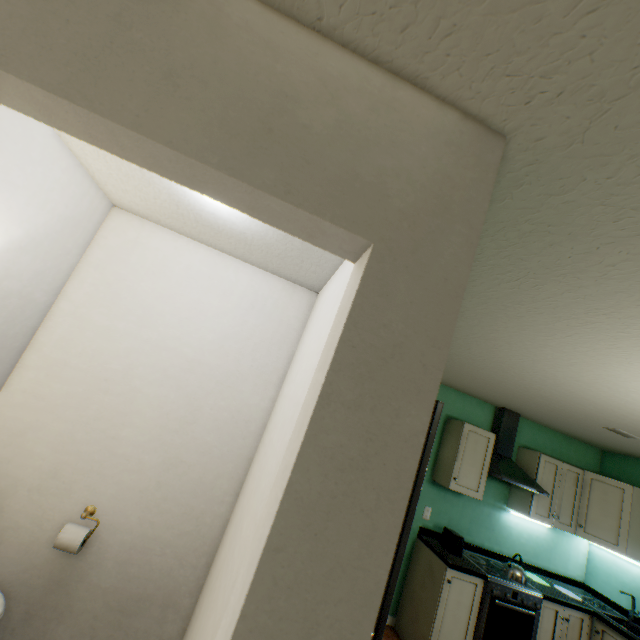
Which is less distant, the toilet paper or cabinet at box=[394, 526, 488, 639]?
the toilet paper

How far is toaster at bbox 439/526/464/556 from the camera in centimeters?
314cm

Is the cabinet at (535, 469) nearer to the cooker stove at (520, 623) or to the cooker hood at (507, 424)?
the cooker hood at (507, 424)

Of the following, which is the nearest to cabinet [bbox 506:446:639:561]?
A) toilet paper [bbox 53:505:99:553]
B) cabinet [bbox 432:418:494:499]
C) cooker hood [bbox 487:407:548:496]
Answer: cooker hood [bbox 487:407:548:496]

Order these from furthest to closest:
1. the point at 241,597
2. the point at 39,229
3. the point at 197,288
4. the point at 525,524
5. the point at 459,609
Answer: the point at 525,524
the point at 459,609
the point at 197,288
the point at 39,229
the point at 241,597

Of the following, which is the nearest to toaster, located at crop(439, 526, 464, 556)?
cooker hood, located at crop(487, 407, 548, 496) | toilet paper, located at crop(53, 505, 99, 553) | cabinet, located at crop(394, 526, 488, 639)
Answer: cabinet, located at crop(394, 526, 488, 639)

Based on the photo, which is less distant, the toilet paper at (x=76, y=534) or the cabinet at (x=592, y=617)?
the toilet paper at (x=76, y=534)

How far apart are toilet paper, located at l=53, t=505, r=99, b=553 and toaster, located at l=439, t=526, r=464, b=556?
3.1 meters
